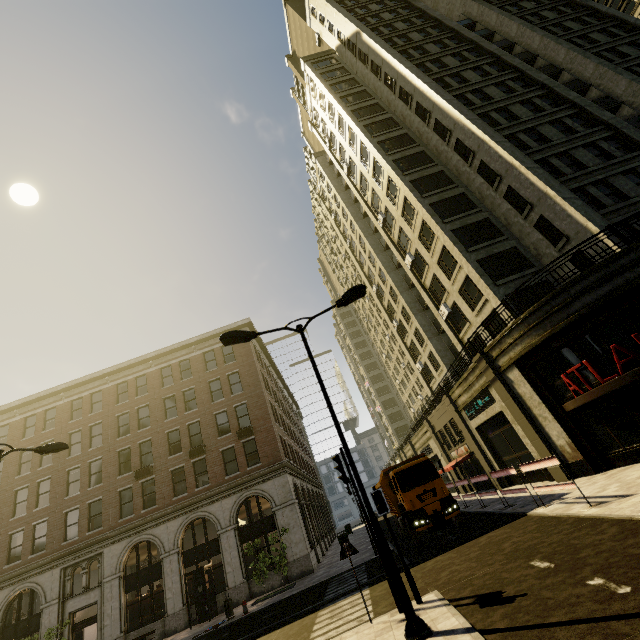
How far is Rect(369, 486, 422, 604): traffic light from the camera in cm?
788

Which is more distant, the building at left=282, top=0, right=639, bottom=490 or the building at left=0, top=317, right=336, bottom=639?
the building at left=0, top=317, right=336, bottom=639

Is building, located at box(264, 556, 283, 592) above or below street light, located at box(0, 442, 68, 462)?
below

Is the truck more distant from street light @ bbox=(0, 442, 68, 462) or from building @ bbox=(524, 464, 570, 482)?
street light @ bbox=(0, 442, 68, 462)

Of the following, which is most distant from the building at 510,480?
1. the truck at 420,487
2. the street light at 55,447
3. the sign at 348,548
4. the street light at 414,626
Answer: the street light at 55,447

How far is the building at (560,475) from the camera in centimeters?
1495cm

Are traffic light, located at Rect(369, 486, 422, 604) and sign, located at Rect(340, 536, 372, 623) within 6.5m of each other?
yes

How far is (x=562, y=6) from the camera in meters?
30.4
